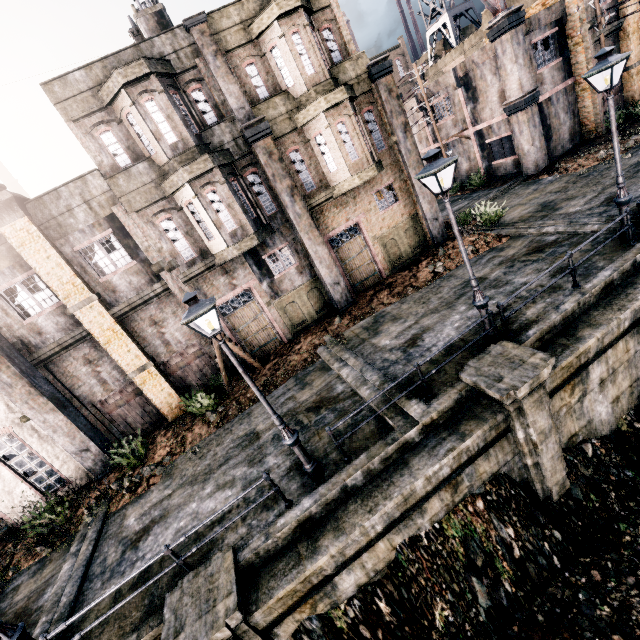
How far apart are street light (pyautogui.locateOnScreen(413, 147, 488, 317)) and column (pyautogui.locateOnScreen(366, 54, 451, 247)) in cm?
961

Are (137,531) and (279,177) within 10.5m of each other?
no

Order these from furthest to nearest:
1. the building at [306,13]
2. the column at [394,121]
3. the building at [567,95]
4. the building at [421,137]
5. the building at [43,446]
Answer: the building at [421,137]
the building at [567,95]
the column at [394,121]
the building at [306,13]
the building at [43,446]

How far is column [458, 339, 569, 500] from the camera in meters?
7.6 m

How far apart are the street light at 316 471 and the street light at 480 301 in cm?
612

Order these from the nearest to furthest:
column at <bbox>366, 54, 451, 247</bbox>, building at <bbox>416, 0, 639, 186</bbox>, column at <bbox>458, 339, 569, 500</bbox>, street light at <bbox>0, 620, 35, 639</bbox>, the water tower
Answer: street light at <bbox>0, 620, 35, 639</bbox> → column at <bbox>458, 339, 569, 500</bbox> → column at <bbox>366, 54, 451, 247</bbox> → building at <bbox>416, 0, 639, 186</bbox> → the water tower

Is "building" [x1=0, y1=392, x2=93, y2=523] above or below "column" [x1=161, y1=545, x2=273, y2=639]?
above

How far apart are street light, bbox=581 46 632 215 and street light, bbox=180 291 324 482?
12.4m
